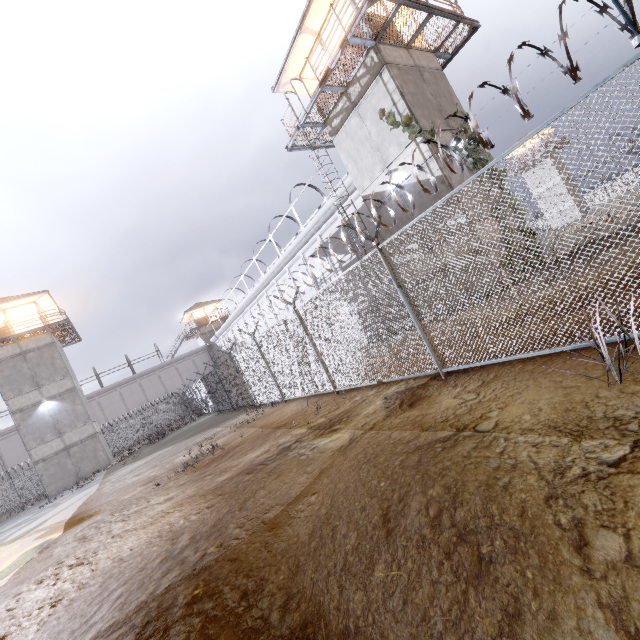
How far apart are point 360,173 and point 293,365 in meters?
9.8

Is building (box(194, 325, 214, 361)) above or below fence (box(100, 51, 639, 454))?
above

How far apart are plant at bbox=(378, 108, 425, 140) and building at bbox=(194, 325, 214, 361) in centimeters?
4295cm

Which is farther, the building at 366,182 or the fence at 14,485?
the fence at 14,485

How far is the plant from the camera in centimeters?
1215cm

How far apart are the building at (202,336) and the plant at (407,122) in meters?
42.9

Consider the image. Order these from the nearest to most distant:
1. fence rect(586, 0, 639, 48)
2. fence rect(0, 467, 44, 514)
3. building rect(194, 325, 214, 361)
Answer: fence rect(586, 0, 639, 48), fence rect(0, 467, 44, 514), building rect(194, 325, 214, 361)

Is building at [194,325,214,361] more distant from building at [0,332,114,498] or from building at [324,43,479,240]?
building at [324,43,479,240]
